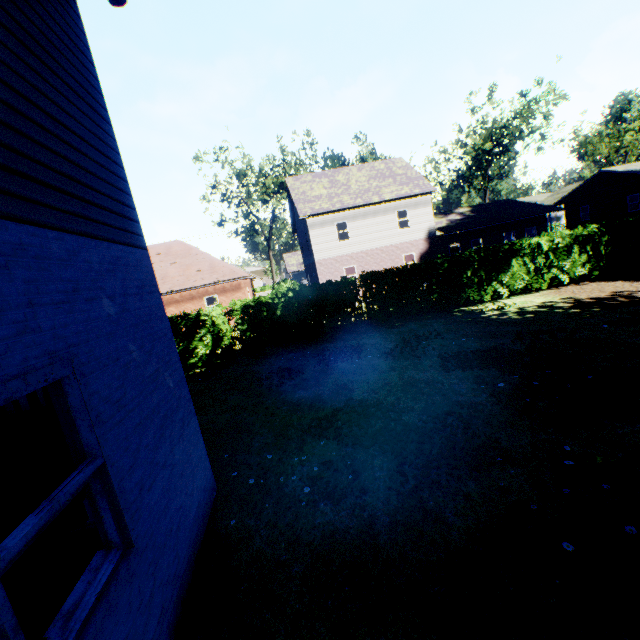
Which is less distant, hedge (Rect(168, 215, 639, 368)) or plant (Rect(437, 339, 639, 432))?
plant (Rect(437, 339, 639, 432))

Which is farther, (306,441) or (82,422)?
(306,441)

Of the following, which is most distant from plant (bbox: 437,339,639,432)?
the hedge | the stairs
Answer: the stairs

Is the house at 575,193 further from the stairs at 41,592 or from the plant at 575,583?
the stairs at 41,592

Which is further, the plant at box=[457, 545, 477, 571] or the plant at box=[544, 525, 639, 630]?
the plant at box=[457, 545, 477, 571]

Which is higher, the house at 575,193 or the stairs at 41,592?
the house at 575,193

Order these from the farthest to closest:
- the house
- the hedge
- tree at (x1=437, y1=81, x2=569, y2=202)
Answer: tree at (x1=437, y1=81, x2=569, y2=202) < the house < the hedge

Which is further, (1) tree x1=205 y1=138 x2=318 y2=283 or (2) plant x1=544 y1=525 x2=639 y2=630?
(1) tree x1=205 y1=138 x2=318 y2=283
